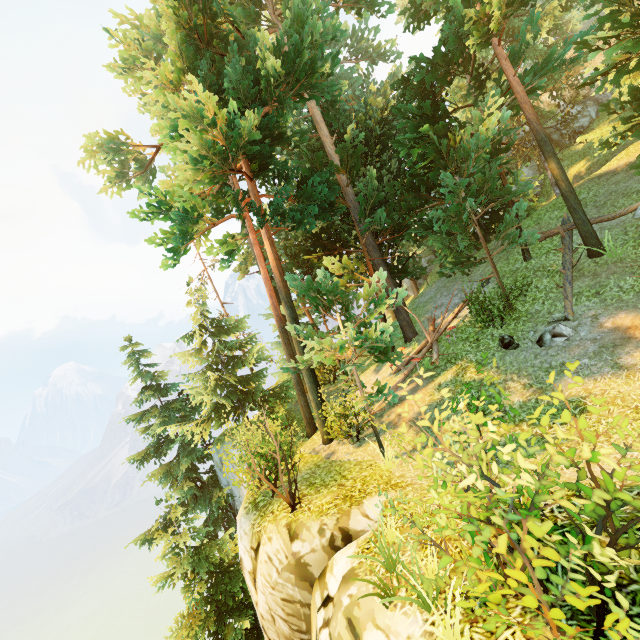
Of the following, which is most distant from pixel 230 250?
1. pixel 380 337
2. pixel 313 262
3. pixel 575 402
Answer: pixel 575 402

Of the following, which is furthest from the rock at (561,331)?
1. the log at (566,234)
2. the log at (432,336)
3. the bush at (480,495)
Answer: the bush at (480,495)

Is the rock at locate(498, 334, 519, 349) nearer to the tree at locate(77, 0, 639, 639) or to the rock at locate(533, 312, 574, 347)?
the rock at locate(533, 312, 574, 347)

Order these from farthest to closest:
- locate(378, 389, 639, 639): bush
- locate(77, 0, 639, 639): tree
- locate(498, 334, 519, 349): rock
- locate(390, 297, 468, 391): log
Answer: locate(390, 297, 468, 391): log, locate(498, 334, 519, 349): rock, locate(77, 0, 639, 639): tree, locate(378, 389, 639, 639): bush

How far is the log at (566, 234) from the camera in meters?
10.3

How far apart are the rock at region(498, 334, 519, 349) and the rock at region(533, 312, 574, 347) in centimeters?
44cm

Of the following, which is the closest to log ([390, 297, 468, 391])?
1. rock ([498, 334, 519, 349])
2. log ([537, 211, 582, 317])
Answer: rock ([498, 334, 519, 349])

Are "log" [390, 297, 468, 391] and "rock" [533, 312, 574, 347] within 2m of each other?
no
